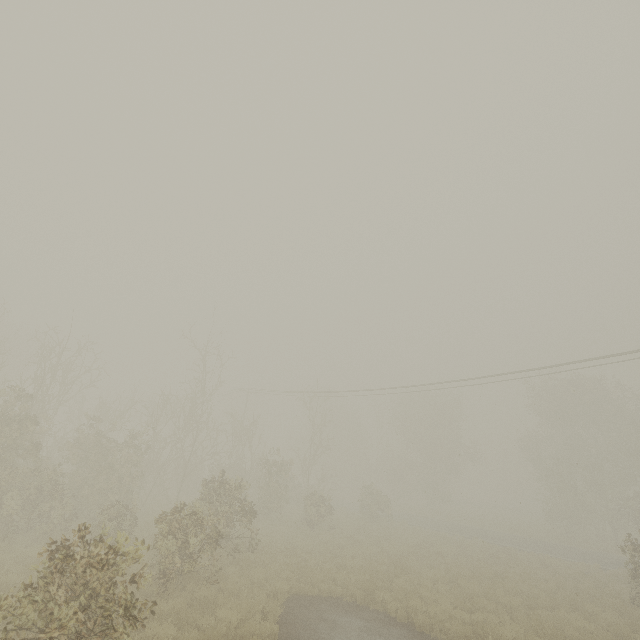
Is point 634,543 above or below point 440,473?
below

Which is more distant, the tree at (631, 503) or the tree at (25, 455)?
the tree at (631, 503)

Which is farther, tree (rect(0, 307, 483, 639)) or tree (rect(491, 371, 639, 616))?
tree (rect(491, 371, 639, 616))
